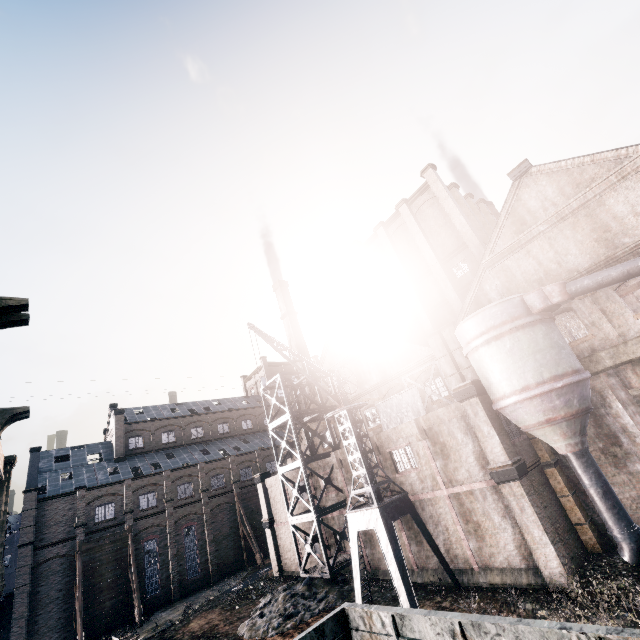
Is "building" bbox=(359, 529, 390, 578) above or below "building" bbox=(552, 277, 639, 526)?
below

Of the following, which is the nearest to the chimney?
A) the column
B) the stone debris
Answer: the stone debris

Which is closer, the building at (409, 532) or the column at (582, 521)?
the column at (582, 521)

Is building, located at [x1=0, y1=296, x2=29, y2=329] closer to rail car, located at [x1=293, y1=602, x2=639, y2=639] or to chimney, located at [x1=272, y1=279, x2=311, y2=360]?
chimney, located at [x1=272, y1=279, x2=311, y2=360]

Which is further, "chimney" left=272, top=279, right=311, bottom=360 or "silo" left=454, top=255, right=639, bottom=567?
"chimney" left=272, top=279, right=311, bottom=360

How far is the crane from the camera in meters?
17.3

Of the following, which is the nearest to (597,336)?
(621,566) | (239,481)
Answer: (621,566)

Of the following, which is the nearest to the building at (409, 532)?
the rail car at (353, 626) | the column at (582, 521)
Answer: the column at (582, 521)
